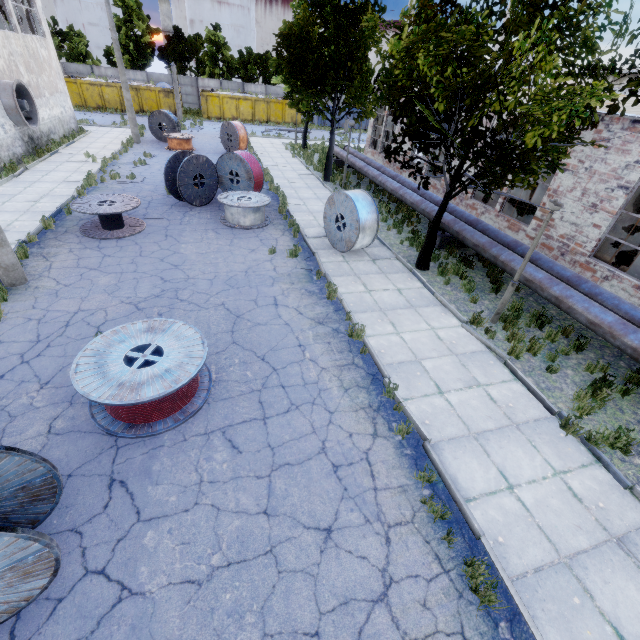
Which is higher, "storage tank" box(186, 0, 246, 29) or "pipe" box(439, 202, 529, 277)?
"storage tank" box(186, 0, 246, 29)

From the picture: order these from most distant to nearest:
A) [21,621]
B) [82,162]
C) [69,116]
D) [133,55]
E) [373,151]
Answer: [133,55] < [373,151] < [69,116] < [82,162] < [21,621]

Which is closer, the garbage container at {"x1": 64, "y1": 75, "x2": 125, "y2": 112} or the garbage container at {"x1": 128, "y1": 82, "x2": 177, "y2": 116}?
the garbage container at {"x1": 64, "y1": 75, "x2": 125, "y2": 112}

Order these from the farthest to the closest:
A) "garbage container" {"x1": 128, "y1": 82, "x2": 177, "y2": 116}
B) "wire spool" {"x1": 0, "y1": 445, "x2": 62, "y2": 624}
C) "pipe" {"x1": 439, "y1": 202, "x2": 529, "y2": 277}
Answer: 1. "garbage container" {"x1": 128, "y1": 82, "x2": 177, "y2": 116}
2. "pipe" {"x1": 439, "y1": 202, "x2": 529, "y2": 277}
3. "wire spool" {"x1": 0, "y1": 445, "x2": 62, "y2": 624}

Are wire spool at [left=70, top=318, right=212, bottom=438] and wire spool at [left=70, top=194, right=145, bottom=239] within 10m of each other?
yes

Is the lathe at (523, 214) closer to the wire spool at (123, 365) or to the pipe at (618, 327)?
the pipe at (618, 327)

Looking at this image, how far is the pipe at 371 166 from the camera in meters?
13.6 m

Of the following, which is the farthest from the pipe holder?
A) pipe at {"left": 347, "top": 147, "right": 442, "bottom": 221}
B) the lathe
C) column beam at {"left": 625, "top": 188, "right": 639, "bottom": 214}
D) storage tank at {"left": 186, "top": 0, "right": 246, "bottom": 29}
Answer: storage tank at {"left": 186, "top": 0, "right": 246, "bottom": 29}
